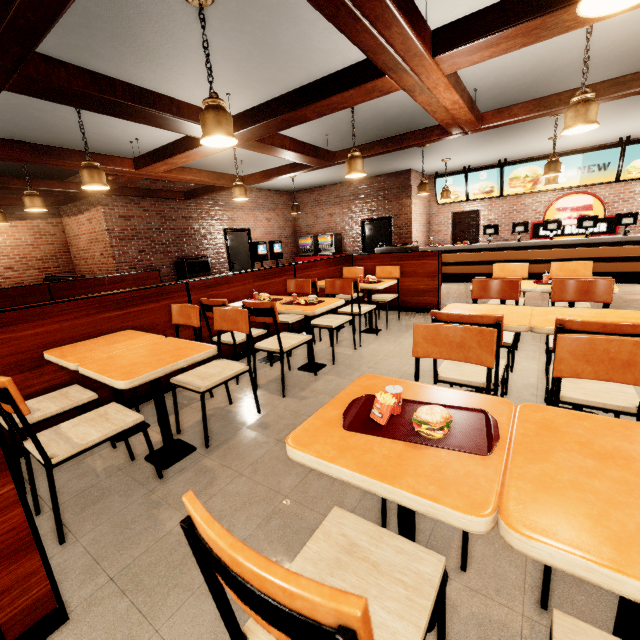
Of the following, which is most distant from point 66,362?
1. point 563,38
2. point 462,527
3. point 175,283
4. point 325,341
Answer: point 563,38
